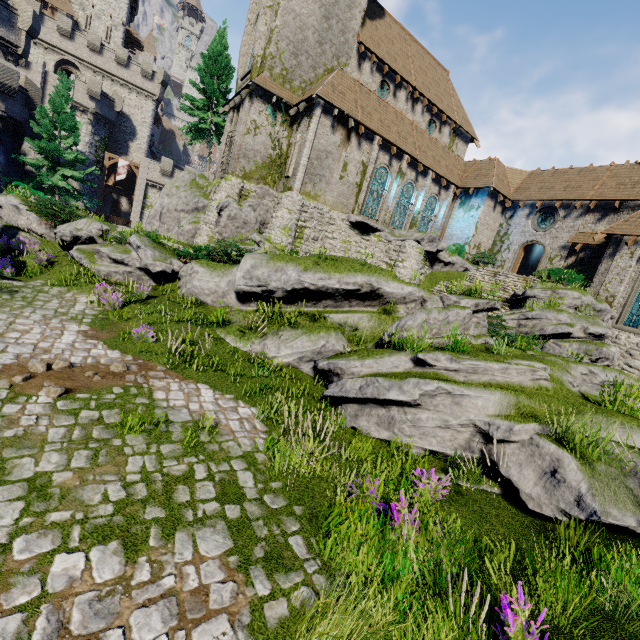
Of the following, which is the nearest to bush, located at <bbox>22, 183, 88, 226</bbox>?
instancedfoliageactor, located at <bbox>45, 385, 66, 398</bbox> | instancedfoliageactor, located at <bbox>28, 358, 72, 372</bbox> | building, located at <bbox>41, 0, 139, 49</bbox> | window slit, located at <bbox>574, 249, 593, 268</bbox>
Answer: instancedfoliageactor, located at <bbox>28, 358, 72, 372</bbox>

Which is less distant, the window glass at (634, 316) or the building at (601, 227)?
the window glass at (634, 316)

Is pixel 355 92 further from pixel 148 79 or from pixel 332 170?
pixel 148 79

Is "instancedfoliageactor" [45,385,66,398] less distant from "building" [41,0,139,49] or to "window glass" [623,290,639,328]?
"window glass" [623,290,639,328]

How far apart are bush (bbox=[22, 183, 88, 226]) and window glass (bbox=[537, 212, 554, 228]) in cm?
3015

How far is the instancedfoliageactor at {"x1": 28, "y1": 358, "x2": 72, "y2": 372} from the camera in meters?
6.2

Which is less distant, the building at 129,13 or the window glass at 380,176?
the window glass at 380,176

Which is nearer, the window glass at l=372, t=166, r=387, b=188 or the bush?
the bush
